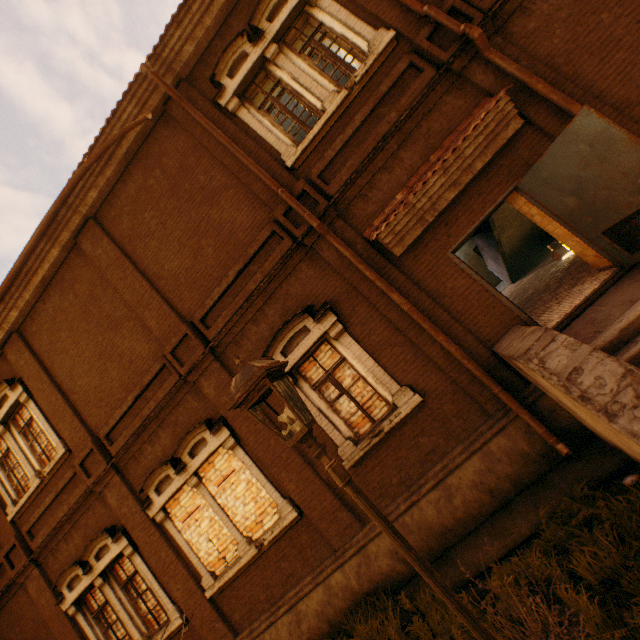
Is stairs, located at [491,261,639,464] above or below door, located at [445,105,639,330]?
below

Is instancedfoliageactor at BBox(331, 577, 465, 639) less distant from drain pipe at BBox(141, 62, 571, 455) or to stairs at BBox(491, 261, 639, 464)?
stairs at BBox(491, 261, 639, 464)

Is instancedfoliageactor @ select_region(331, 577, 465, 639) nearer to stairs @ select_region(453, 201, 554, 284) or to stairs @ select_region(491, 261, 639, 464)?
stairs @ select_region(491, 261, 639, 464)

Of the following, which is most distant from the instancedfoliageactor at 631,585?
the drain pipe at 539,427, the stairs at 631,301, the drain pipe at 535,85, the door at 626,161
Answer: the drain pipe at 535,85

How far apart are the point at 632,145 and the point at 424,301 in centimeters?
325cm

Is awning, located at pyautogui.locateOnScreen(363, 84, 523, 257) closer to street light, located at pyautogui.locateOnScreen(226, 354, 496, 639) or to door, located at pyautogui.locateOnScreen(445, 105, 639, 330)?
door, located at pyautogui.locateOnScreen(445, 105, 639, 330)

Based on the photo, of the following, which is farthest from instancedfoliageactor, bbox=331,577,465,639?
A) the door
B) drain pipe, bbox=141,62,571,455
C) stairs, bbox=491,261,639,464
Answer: the door

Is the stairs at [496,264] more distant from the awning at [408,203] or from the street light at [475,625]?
the street light at [475,625]
